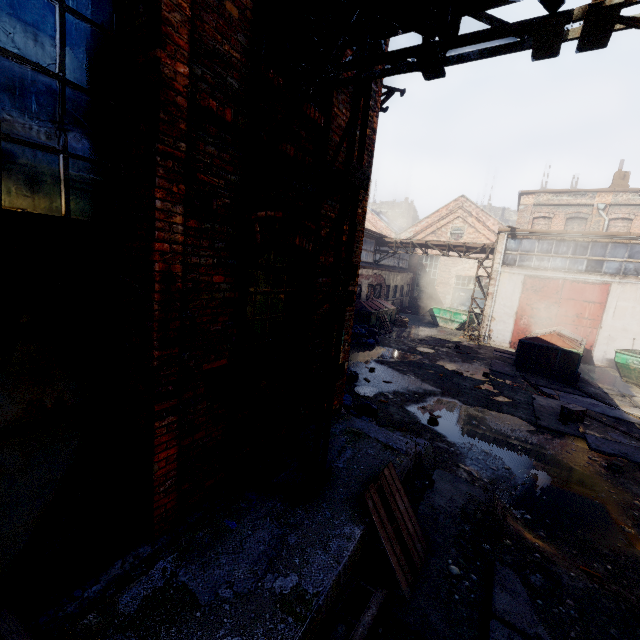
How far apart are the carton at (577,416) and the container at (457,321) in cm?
1395

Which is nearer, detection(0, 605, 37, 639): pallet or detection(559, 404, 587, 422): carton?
detection(0, 605, 37, 639): pallet

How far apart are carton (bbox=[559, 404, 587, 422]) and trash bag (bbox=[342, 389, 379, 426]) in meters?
5.8 m

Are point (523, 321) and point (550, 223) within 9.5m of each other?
no

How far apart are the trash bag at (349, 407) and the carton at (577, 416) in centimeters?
579cm

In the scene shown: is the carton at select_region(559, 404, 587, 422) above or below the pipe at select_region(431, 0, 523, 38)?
below

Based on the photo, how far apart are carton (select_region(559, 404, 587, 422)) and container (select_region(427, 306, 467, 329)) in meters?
14.0 m

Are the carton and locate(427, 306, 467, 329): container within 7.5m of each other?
no
